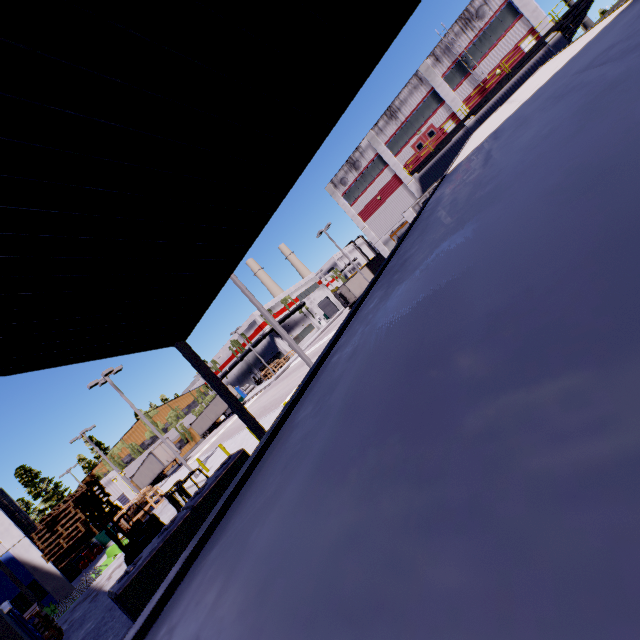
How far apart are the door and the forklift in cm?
3915

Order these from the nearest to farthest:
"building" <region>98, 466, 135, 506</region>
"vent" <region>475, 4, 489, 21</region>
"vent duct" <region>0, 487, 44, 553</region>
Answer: "vent duct" <region>0, 487, 44, 553</region> < "vent" <region>475, 4, 489, 21</region> < "building" <region>98, 466, 135, 506</region>

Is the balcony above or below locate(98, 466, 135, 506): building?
above

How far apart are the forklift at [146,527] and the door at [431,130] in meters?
39.2 m

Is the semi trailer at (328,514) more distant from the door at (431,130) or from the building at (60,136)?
the door at (431,130)

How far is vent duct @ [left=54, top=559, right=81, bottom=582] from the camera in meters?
26.9

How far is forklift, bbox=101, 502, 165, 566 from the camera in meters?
15.0

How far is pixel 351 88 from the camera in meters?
4.5 m
